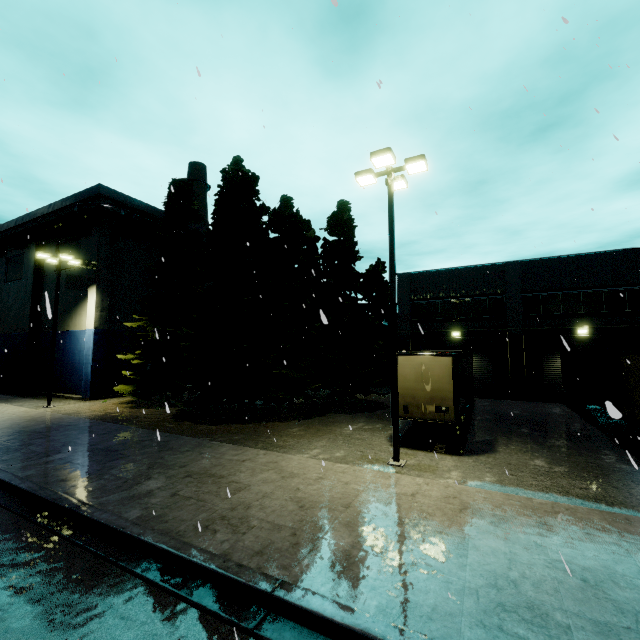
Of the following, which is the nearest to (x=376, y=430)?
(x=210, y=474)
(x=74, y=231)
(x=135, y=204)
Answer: (x=210, y=474)

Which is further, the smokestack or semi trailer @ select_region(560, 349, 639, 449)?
the smokestack

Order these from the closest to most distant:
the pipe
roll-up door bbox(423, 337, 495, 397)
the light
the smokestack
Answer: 1. the light
2. the pipe
3. roll-up door bbox(423, 337, 495, 397)
4. the smokestack

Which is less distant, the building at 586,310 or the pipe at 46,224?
the building at 586,310

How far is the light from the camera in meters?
10.3

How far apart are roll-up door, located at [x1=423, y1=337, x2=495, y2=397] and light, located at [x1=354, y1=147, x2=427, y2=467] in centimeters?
1623cm

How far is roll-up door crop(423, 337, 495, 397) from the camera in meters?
24.1 m

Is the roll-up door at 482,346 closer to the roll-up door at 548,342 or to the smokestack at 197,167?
the roll-up door at 548,342
